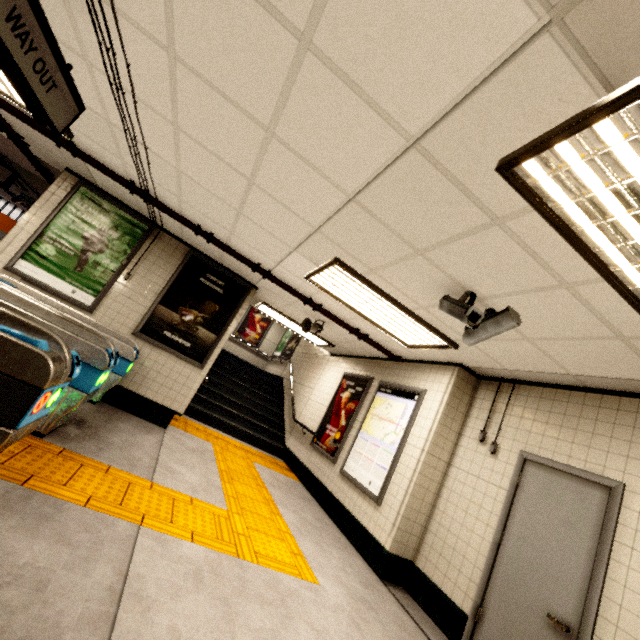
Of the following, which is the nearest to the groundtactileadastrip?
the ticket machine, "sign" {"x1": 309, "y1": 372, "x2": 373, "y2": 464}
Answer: "sign" {"x1": 309, "y1": 372, "x2": 373, "y2": 464}

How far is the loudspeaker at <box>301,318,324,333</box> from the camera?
6.01m

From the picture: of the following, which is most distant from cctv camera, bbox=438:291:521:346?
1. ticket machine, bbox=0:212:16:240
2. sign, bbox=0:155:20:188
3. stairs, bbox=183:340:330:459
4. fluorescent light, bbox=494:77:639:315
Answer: sign, bbox=0:155:20:188

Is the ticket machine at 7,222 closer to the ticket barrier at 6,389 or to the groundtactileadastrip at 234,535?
the ticket barrier at 6,389

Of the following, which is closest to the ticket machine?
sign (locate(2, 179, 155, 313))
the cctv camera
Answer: sign (locate(2, 179, 155, 313))

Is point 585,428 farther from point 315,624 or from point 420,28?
point 420,28

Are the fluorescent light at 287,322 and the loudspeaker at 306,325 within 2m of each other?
yes

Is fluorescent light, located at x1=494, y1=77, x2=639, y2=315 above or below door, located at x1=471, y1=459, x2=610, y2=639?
above
